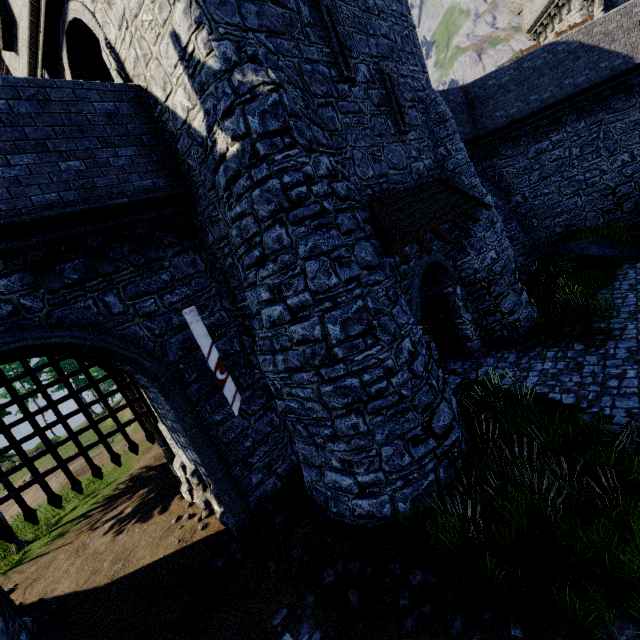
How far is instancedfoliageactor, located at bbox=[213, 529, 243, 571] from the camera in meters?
7.9 m

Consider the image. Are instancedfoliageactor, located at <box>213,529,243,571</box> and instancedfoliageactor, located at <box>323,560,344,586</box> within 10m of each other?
yes

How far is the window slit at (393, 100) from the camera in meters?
9.5

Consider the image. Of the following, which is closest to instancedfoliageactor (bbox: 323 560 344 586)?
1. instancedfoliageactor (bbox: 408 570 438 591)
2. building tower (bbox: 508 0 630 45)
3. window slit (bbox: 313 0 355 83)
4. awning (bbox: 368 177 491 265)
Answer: instancedfoliageactor (bbox: 408 570 438 591)

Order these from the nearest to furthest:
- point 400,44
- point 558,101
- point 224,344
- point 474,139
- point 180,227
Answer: point 180,227
point 224,344
point 400,44
point 558,101
point 474,139

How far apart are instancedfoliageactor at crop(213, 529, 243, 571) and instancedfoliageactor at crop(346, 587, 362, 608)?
3.4 meters

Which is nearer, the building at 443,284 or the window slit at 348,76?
the window slit at 348,76

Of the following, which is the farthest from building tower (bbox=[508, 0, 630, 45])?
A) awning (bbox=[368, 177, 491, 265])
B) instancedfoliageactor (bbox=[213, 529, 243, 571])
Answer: instancedfoliageactor (bbox=[213, 529, 243, 571])
